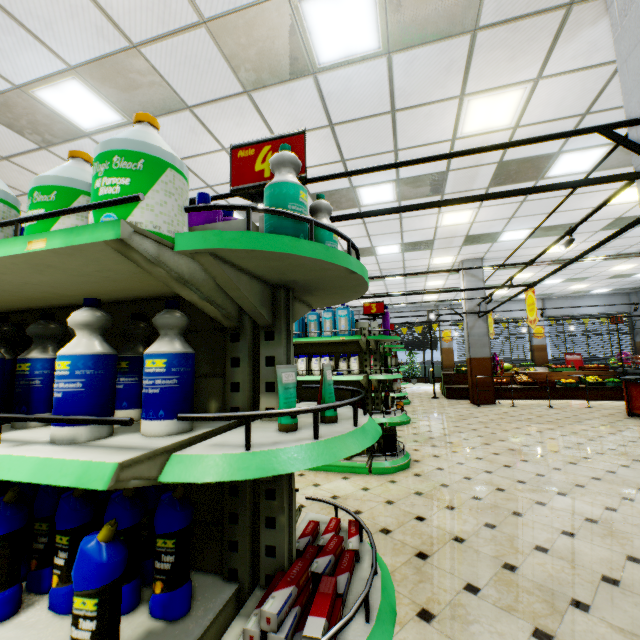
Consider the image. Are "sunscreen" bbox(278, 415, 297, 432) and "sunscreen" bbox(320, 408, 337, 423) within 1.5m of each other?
yes

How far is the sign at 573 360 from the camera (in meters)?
17.89

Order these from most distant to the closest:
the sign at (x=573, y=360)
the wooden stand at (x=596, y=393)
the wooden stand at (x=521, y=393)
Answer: the sign at (x=573, y=360)
the wooden stand at (x=521, y=393)
the wooden stand at (x=596, y=393)

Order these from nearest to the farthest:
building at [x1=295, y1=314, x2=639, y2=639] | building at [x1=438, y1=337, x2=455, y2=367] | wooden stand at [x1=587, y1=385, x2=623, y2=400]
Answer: building at [x1=295, y1=314, x2=639, y2=639]
wooden stand at [x1=587, y1=385, x2=623, y2=400]
building at [x1=438, y1=337, x2=455, y2=367]

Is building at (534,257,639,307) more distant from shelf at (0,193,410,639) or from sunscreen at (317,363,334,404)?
sunscreen at (317,363,334,404)

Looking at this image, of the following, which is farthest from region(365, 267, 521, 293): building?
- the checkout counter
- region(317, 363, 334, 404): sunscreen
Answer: region(317, 363, 334, 404): sunscreen

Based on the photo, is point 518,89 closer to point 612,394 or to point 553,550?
point 553,550

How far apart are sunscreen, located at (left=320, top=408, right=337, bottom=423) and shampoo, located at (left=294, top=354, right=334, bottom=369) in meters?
3.8 m
